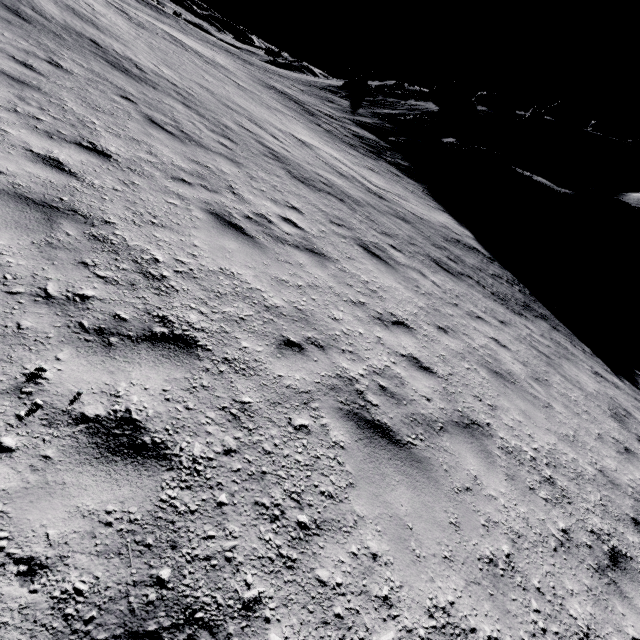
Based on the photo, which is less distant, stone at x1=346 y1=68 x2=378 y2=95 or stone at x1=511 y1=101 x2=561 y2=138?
stone at x1=511 y1=101 x2=561 y2=138

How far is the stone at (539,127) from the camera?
36.1 meters

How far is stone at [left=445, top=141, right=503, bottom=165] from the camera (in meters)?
26.51

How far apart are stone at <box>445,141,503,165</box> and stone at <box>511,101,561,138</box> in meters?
13.9 m

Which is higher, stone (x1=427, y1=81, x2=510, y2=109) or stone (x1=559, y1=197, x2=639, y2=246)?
stone (x1=427, y1=81, x2=510, y2=109)

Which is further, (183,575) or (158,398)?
(158,398)

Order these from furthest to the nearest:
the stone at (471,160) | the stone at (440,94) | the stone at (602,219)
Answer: the stone at (440,94) → the stone at (471,160) → the stone at (602,219)

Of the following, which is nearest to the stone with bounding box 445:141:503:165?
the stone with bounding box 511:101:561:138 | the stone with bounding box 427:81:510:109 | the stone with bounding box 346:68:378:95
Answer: the stone with bounding box 427:81:510:109
